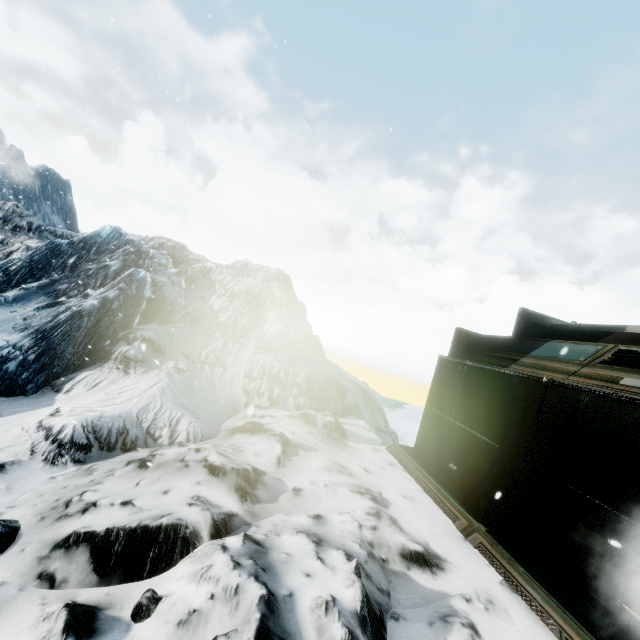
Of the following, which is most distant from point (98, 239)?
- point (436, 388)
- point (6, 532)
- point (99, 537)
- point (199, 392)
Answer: point (436, 388)
